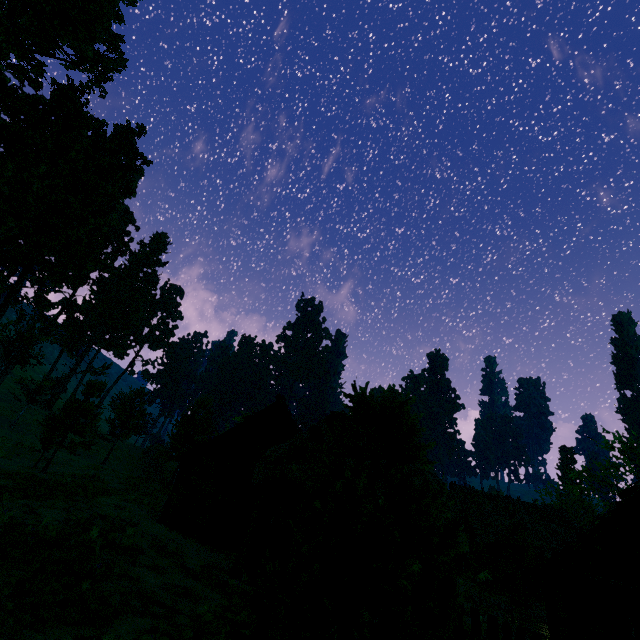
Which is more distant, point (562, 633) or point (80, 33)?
point (80, 33)

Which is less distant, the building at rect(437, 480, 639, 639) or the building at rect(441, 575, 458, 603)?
the building at rect(437, 480, 639, 639)

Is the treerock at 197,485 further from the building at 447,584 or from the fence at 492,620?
the fence at 492,620

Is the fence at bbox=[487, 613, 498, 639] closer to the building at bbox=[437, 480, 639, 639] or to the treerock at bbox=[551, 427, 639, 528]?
the building at bbox=[437, 480, 639, 639]

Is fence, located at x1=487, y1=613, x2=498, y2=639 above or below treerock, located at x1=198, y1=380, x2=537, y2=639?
below

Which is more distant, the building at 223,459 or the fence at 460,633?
the building at 223,459

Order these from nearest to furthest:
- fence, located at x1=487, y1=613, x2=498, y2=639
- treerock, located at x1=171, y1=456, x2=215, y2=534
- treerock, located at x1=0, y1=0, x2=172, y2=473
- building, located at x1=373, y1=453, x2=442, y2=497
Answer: fence, located at x1=487, y1=613, x2=498, y2=639
building, located at x1=373, y1=453, x2=442, y2=497
treerock, located at x1=171, y1=456, x2=215, y2=534
treerock, located at x1=0, y1=0, x2=172, y2=473

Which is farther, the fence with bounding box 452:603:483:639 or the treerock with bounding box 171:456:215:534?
the treerock with bounding box 171:456:215:534
